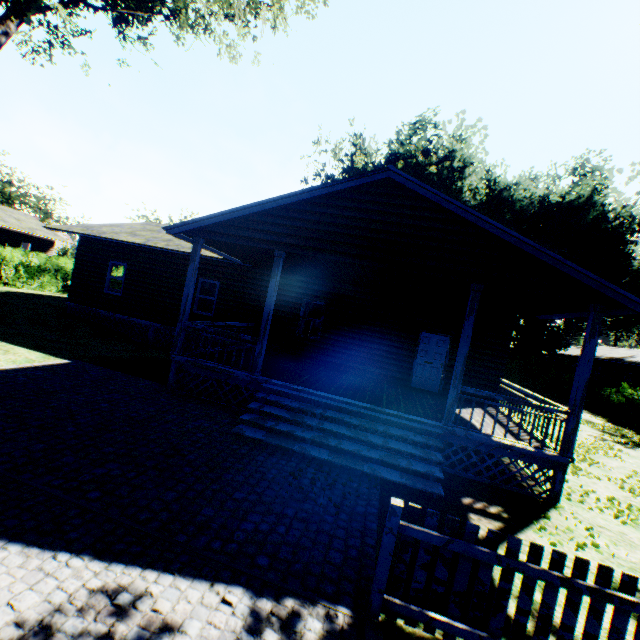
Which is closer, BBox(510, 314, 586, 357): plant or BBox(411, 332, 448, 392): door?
BBox(411, 332, 448, 392): door

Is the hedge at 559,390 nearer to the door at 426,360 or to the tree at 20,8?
the door at 426,360

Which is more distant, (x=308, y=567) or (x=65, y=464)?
(x=65, y=464)

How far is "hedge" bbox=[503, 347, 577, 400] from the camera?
27.19m

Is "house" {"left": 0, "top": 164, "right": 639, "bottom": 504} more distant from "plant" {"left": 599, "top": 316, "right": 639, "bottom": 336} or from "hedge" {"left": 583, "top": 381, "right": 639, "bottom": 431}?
"plant" {"left": 599, "top": 316, "right": 639, "bottom": 336}

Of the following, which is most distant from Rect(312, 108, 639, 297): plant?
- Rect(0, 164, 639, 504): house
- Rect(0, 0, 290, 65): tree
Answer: Rect(0, 164, 639, 504): house

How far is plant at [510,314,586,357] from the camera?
28.4 meters

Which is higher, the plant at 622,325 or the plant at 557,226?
the plant at 557,226
